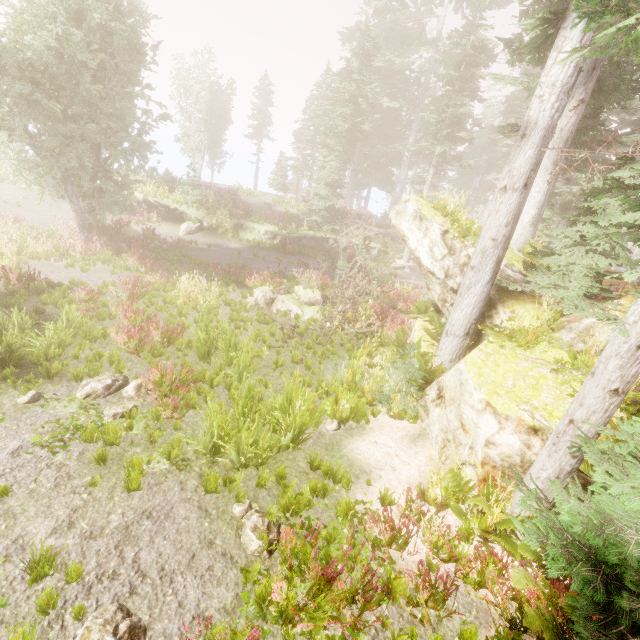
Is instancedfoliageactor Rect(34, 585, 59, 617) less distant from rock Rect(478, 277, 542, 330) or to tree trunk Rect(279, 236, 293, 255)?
rock Rect(478, 277, 542, 330)

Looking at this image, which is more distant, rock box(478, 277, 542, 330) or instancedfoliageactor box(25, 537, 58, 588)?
rock box(478, 277, 542, 330)

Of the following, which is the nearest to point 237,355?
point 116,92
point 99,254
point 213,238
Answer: point 99,254

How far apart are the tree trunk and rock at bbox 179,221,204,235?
5.54m

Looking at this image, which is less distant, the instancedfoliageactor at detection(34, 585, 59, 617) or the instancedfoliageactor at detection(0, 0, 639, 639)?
the instancedfoliageactor at detection(34, 585, 59, 617)

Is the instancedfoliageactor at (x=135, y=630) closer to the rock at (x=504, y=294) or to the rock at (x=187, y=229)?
the rock at (x=504, y=294)

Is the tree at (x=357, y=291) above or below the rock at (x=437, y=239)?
below

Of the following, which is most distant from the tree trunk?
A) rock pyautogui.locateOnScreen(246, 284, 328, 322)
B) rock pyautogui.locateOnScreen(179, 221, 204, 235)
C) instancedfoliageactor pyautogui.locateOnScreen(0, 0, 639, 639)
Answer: rock pyautogui.locateOnScreen(246, 284, 328, 322)
